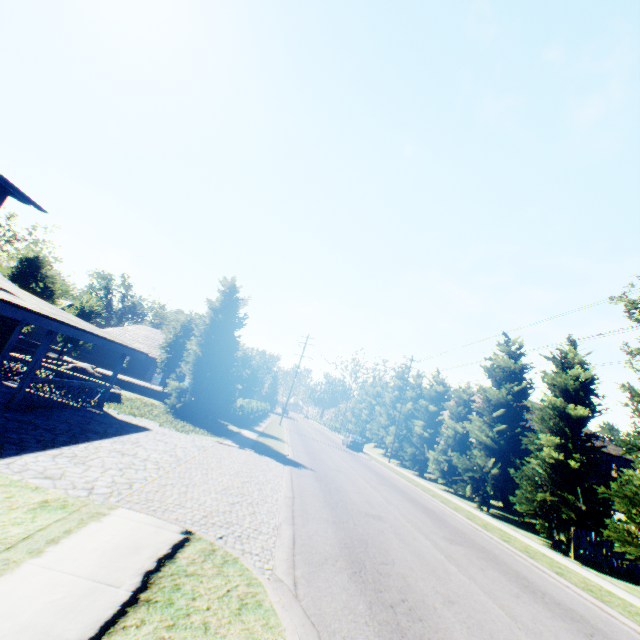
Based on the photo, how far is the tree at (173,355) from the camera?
26.81m

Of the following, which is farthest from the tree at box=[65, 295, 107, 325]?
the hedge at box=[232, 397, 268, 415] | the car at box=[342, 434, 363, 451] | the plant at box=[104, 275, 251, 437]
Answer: the hedge at box=[232, 397, 268, 415]

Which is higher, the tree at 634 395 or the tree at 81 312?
the tree at 634 395

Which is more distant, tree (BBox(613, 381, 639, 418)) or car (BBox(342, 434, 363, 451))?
car (BBox(342, 434, 363, 451))

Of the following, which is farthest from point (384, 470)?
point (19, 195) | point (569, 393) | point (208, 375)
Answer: point (19, 195)

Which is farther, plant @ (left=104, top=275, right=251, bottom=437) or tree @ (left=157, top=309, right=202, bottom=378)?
tree @ (left=157, top=309, right=202, bottom=378)
